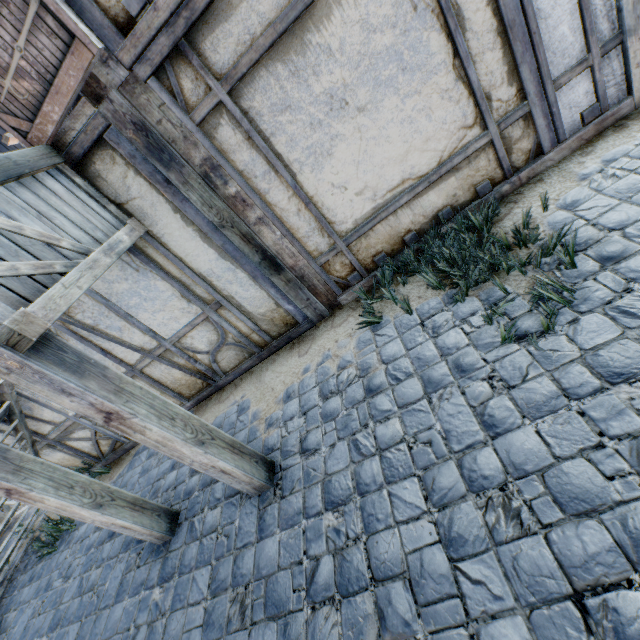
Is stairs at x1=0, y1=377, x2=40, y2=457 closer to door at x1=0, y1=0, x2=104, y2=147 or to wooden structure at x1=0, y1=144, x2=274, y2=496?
wooden structure at x1=0, y1=144, x2=274, y2=496

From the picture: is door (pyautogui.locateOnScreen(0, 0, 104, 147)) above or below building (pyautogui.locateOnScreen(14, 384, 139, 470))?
above

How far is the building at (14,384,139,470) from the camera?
4.67m

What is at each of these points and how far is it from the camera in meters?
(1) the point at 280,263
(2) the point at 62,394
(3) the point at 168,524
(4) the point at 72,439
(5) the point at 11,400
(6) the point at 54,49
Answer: (1) building, 3.6 m
(2) wooden structure, 2.0 m
(3) wooden structure, 3.3 m
(4) building, 5.1 m
(5) stairs, 4.3 m
(6) door, 2.2 m

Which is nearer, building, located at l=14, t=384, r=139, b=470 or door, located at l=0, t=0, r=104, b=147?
door, located at l=0, t=0, r=104, b=147

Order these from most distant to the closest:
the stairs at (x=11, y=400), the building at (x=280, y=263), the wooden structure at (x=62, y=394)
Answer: the stairs at (x=11, y=400) → the building at (x=280, y=263) → the wooden structure at (x=62, y=394)

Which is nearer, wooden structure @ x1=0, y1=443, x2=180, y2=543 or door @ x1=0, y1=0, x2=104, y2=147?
door @ x1=0, y1=0, x2=104, y2=147

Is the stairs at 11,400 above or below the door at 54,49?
below
